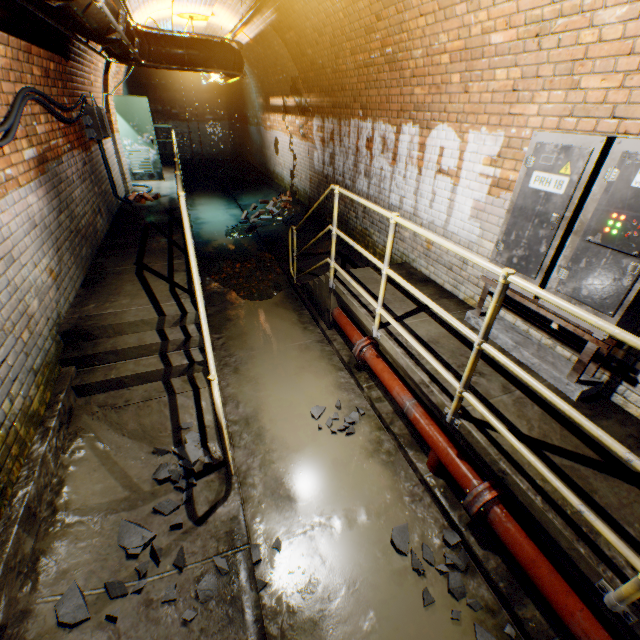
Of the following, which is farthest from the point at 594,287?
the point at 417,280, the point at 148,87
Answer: the point at 148,87

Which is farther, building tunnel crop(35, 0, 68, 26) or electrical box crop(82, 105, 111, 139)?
electrical box crop(82, 105, 111, 139)

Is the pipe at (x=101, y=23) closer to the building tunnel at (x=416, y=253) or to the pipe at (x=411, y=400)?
the building tunnel at (x=416, y=253)

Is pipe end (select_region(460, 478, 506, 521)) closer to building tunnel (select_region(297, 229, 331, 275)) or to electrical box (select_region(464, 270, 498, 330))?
building tunnel (select_region(297, 229, 331, 275))

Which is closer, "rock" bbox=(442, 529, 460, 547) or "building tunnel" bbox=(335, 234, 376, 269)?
"rock" bbox=(442, 529, 460, 547)

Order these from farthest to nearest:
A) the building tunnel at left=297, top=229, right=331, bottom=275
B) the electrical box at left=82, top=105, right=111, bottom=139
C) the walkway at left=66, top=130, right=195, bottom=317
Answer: the building tunnel at left=297, top=229, right=331, bottom=275 < the electrical box at left=82, top=105, right=111, bottom=139 < the walkway at left=66, top=130, right=195, bottom=317

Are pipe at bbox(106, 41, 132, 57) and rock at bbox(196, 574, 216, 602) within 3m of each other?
no

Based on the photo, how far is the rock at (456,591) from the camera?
2.4m
